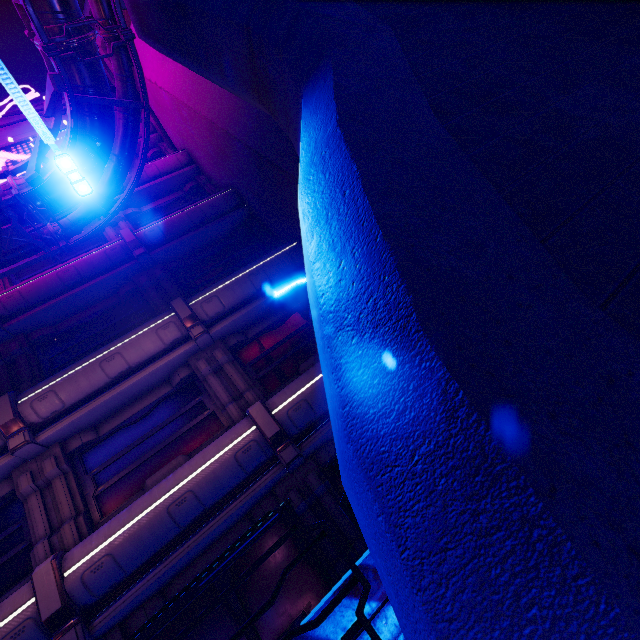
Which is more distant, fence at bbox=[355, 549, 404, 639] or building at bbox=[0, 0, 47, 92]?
building at bbox=[0, 0, 47, 92]

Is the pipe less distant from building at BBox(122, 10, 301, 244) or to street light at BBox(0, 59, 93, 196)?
building at BBox(122, 10, 301, 244)

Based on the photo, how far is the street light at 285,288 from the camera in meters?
8.1

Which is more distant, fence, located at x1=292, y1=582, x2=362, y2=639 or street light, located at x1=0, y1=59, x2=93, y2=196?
street light, located at x1=0, y1=59, x2=93, y2=196

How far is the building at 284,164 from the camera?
10.2m

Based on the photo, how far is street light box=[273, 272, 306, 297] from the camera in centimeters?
815cm

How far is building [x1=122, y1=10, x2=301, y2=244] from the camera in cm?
1018

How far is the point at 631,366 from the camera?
0.9m
